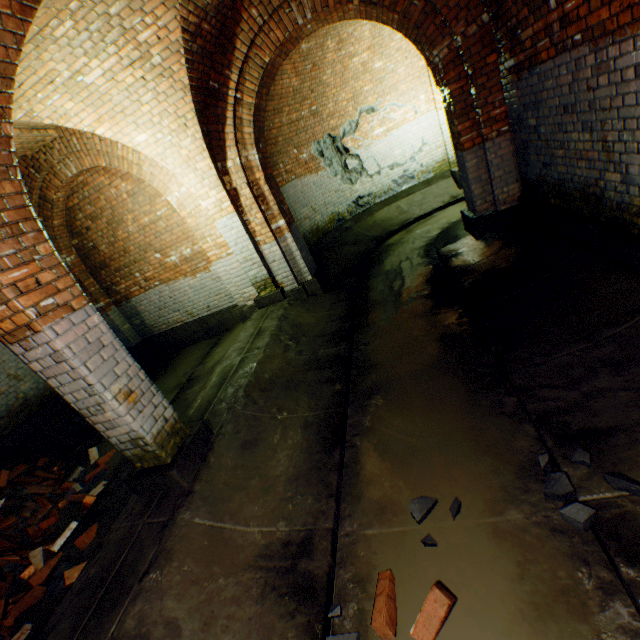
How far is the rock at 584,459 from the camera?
2.1m

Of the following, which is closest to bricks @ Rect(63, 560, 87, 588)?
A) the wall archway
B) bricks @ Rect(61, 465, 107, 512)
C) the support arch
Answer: the support arch

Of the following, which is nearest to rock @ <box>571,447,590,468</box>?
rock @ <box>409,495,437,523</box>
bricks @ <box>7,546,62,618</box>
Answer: rock @ <box>409,495,437,523</box>

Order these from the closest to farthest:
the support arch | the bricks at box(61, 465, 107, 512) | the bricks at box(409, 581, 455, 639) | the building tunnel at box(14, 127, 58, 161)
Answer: the bricks at box(409, 581, 455, 639) < the support arch < the bricks at box(61, 465, 107, 512) < the building tunnel at box(14, 127, 58, 161)

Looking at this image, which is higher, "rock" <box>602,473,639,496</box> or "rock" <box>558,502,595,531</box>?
"rock" <box>602,473,639,496</box>

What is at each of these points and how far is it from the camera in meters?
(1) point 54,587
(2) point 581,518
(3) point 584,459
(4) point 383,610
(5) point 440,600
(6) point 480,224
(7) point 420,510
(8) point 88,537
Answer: (1) rock, 3.0
(2) rock, 1.9
(3) rock, 2.1
(4) bricks, 1.9
(5) bricks, 1.8
(6) wall archway, 5.5
(7) rock, 2.4
(8) bricks, 3.3

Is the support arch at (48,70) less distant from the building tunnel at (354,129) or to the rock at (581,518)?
the building tunnel at (354,129)

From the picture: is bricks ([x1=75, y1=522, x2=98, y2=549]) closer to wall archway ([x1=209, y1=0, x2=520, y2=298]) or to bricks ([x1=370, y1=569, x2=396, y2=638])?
bricks ([x1=370, y1=569, x2=396, y2=638])
